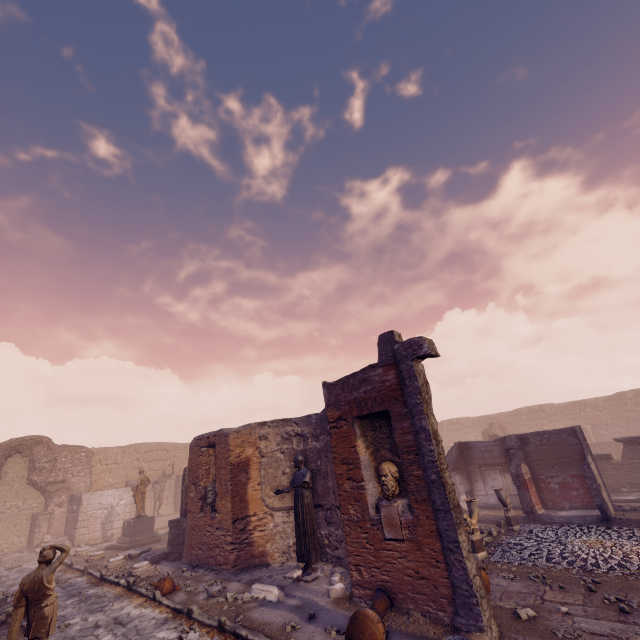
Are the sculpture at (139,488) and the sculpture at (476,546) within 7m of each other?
no

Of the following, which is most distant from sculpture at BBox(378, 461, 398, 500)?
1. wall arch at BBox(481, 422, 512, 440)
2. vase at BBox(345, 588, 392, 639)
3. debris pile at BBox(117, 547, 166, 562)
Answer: wall arch at BBox(481, 422, 512, 440)

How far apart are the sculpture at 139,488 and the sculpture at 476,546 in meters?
14.9 m

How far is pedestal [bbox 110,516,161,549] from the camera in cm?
1468

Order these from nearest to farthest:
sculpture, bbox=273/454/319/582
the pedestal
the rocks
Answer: the rocks → sculpture, bbox=273/454/319/582 → the pedestal

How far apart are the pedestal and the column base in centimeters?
484cm

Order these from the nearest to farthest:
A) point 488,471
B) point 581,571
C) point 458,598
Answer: point 458,598 → point 581,571 → point 488,471

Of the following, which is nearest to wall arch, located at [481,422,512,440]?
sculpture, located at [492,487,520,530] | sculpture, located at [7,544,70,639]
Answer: sculpture, located at [492,487,520,530]
